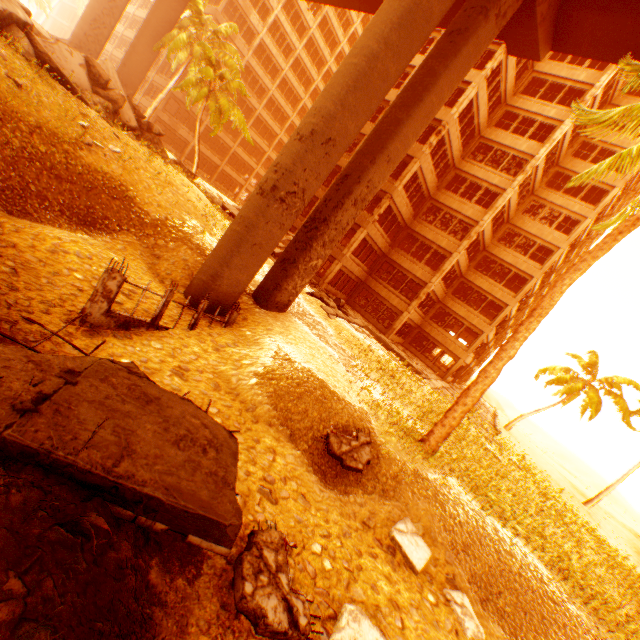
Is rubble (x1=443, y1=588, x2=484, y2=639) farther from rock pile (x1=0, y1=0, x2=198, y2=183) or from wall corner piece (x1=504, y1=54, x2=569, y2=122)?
wall corner piece (x1=504, y1=54, x2=569, y2=122)

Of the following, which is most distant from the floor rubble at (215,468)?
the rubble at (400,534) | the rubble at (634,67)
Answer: the rubble at (400,534)

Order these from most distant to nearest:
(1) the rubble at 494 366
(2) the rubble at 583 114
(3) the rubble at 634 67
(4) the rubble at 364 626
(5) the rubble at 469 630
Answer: (2) the rubble at 583 114, (1) the rubble at 494 366, (3) the rubble at 634 67, (5) the rubble at 469 630, (4) the rubble at 364 626

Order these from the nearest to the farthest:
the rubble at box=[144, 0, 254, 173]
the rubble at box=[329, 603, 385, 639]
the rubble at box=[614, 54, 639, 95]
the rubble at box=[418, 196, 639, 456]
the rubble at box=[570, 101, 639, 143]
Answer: the rubble at box=[329, 603, 385, 639], the rubble at box=[614, 54, 639, 95], the rubble at box=[418, 196, 639, 456], the rubble at box=[570, 101, 639, 143], the rubble at box=[144, 0, 254, 173]

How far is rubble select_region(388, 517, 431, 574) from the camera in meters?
6.5 m

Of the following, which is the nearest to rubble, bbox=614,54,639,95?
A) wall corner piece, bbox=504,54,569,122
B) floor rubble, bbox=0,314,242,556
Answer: floor rubble, bbox=0,314,242,556

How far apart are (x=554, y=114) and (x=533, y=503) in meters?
26.6 m

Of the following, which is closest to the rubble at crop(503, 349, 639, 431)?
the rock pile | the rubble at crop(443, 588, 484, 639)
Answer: the rock pile
